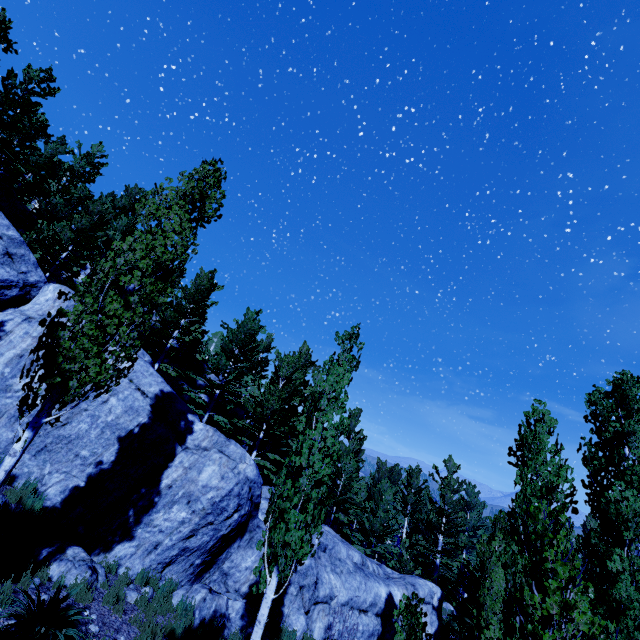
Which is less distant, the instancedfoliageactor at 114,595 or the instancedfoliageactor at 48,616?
the instancedfoliageactor at 48,616

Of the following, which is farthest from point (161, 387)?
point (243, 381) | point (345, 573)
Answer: point (345, 573)

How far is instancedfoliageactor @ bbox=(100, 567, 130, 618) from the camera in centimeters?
776cm

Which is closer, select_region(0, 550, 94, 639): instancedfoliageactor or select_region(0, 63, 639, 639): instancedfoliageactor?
select_region(0, 550, 94, 639): instancedfoliageactor

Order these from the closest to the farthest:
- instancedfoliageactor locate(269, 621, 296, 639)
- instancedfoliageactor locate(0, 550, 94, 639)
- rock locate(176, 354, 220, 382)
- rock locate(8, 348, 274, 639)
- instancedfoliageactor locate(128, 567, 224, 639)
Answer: instancedfoliageactor locate(0, 550, 94, 639), instancedfoliageactor locate(128, 567, 224, 639), rock locate(8, 348, 274, 639), instancedfoliageactor locate(269, 621, 296, 639), rock locate(176, 354, 220, 382)

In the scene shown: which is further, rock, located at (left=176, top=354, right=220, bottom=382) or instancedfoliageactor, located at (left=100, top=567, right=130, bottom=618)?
rock, located at (left=176, top=354, right=220, bottom=382)

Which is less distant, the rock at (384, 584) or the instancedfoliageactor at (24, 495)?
the instancedfoliageactor at (24, 495)
